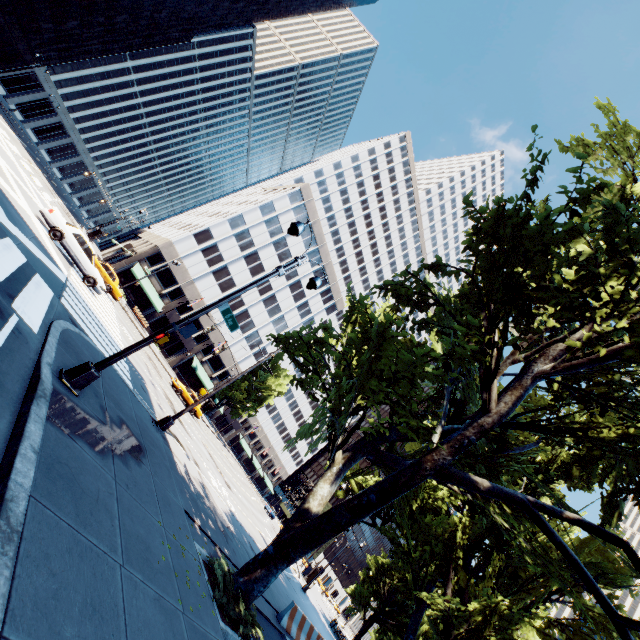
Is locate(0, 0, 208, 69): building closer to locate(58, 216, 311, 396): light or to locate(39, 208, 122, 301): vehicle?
locate(39, 208, 122, 301): vehicle

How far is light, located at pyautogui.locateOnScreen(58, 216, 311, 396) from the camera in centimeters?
738cm

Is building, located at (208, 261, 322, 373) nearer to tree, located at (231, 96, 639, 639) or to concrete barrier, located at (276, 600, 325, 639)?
tree, located at (231, 96, 639, 639)

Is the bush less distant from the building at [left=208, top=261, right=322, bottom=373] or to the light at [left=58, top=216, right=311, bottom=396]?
the light at [left=58, top=216, right=311, bottom=396]

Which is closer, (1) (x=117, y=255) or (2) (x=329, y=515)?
(2) (x=329, y=515)

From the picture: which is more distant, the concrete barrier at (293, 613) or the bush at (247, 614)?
the concrete barrier at (293, 613)

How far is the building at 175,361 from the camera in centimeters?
4897cm

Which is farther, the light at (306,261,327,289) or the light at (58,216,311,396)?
the light at (306,261,327,289)
